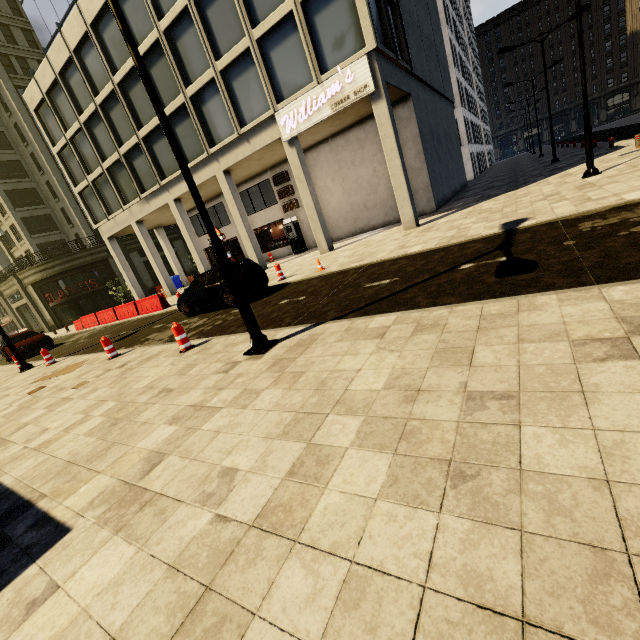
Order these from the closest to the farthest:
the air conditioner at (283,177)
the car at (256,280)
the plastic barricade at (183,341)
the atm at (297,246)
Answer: the plastic barricade at (183,341) < the car at (256,280) < the air conditioner at (283,177) < the atm at (297,246)

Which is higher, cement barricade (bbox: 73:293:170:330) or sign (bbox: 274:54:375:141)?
sign (bbox: 274:54:375:141)

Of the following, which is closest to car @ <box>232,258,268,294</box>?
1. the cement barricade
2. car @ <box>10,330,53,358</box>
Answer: the cement barricade

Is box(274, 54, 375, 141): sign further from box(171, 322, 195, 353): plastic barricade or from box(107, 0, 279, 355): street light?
box(171, 322, 195, 353): plastic barricade

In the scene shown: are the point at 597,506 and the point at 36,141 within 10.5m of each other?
no

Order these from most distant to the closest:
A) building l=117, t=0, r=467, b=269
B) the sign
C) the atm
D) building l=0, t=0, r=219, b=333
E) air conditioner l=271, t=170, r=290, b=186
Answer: the atm → air conditioner l=271, t=170, r=290, b=186 → building l=0, t=0, r=219, b=333 → building l=117, t=0, r=467, b=269 → the sign

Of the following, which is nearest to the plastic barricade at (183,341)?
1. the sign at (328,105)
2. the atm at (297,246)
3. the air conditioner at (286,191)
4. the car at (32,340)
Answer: the sign at (328,105)

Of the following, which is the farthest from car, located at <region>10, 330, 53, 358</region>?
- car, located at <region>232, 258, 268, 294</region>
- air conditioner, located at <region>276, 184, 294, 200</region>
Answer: air conditioner, located at <region>276, 184, 294, 200</region>
